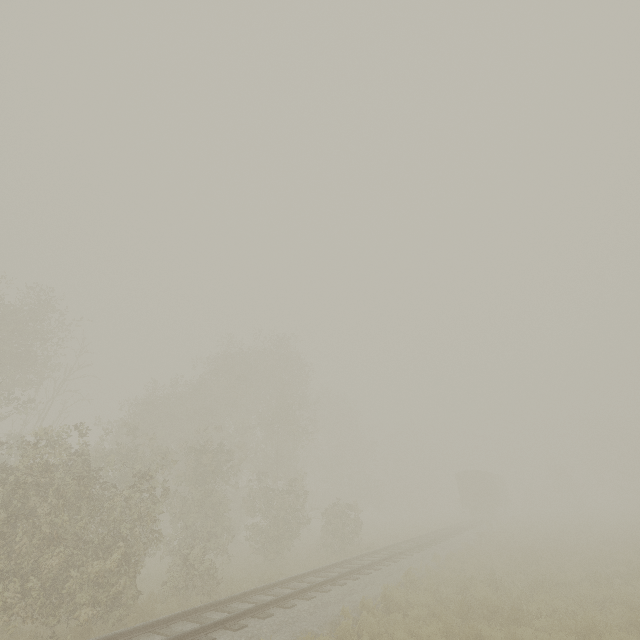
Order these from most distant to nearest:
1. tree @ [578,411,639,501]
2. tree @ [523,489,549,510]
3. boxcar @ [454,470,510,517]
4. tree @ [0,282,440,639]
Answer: tree @ [523,489,549,510] → tree @ [578,411,639,501] → boxcar @ [454,470,510,517] → tree @ [0,282,440,639]

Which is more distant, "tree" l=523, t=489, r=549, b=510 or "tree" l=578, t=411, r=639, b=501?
"tree" l=523, t=489, r=549, b=510

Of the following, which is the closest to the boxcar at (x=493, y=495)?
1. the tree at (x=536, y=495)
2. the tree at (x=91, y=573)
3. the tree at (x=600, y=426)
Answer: the tree at (x=536, y=495)

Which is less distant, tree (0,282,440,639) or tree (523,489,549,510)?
tree (0,282,440,639)

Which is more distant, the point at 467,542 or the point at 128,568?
the point at 467,542

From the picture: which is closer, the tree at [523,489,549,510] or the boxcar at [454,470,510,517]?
the boxcar at [454,470,510,517]

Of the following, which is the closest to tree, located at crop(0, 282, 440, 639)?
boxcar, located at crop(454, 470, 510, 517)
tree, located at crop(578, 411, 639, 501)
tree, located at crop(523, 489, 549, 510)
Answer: boxcar, located at crop(454, 470, 510, 517)

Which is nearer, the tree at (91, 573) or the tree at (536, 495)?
the tree at (91, 573)
